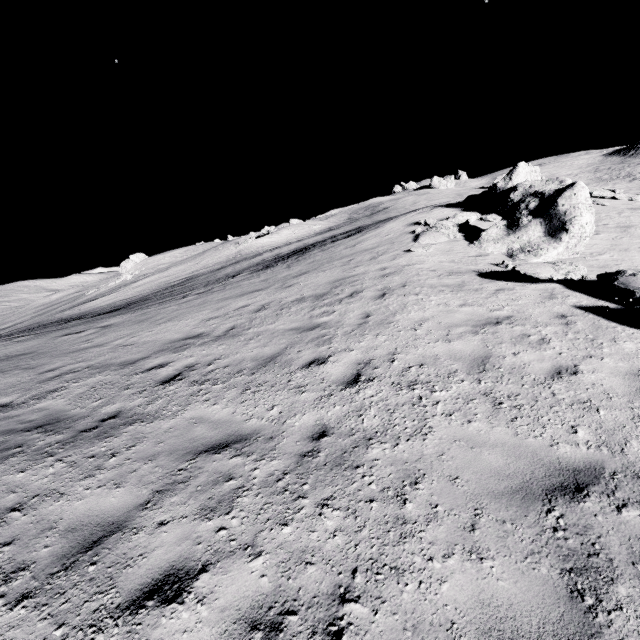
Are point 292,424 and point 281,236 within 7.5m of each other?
no

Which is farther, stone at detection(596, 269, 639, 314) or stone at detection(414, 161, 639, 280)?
stone at detection(414, 161, 639, 280)

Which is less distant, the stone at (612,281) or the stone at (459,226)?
the stone at (612,281)

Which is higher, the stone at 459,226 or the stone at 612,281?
the stone at 459,226

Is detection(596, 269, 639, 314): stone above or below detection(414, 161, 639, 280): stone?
below
